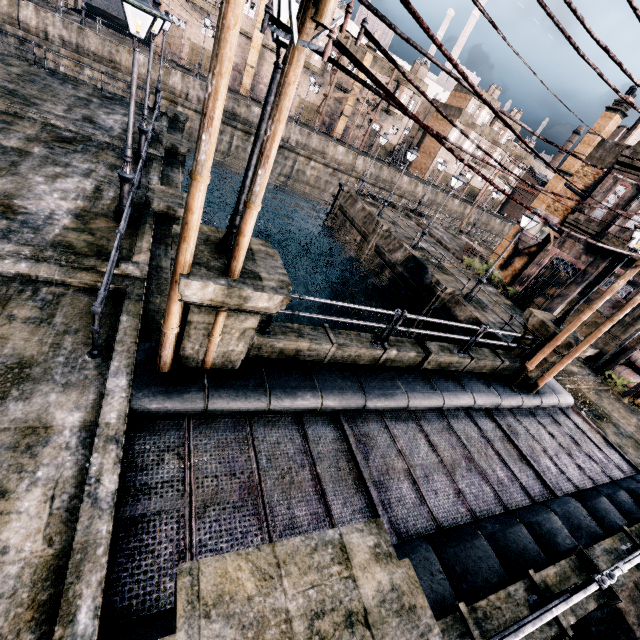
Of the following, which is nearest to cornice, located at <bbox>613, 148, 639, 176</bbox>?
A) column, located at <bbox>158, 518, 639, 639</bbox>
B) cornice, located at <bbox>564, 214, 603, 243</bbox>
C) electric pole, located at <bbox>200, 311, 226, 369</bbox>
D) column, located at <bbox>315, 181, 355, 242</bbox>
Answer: cornice, located at <bbox>564, 214, 603, 243</bbox>

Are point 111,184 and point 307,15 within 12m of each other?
yes

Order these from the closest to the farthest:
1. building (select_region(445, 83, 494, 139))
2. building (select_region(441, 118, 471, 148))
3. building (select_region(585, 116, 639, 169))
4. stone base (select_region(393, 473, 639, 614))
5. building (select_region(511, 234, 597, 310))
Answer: stone base (select_region(393, 473, 639, 614)) < building (select_region(511, 234, 597, 310)) < building (select_region(585, 116, 639, 169)) < building (select_region(445, 83, 494, 139)) < building (select_region(441, 118, 471, 148))

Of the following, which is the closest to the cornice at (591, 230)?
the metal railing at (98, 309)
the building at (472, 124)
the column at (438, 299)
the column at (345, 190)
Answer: the column at (438, 299)

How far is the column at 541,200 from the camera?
26.8 meters

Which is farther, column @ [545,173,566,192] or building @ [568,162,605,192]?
column @ [545,173,566,192]

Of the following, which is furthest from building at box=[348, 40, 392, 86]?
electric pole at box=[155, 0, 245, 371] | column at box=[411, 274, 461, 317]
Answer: electric pole at box=[155, 0, 245, 371]

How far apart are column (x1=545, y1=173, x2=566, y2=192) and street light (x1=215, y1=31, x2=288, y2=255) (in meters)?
29.33
